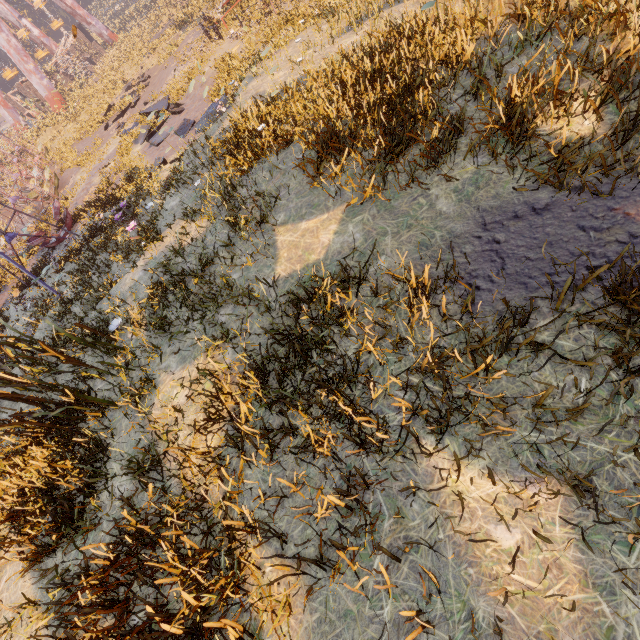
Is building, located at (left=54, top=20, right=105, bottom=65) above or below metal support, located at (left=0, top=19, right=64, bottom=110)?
above

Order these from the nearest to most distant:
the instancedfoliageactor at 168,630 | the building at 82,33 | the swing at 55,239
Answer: the instancedfoliageactor at 168,630
the swing at 55,239
the building at 82,33

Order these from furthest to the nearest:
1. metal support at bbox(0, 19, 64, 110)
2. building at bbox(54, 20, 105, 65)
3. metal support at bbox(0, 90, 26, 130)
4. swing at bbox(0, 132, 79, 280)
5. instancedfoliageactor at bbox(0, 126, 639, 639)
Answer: building at bbox(54, 20, 105, 65) → metal support at bbox(0, 90, 26, 130) → metal support at bbox(0, 19, 64, 110) → swing at bbox(0, 132, 79, 280) → instancedfoliageactor at bbox(0, 126, 639, 639)

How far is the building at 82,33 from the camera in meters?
39.5

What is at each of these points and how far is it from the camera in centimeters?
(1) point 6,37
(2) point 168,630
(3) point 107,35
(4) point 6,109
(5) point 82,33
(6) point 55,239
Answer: (1) metal support, 3216cm
(2) instancedfoliageactor, 295cm
(3) metal support, 4128cm
(4) metal support, 3775cm
(5) building, 4109cm
(6) swing, 1491cm

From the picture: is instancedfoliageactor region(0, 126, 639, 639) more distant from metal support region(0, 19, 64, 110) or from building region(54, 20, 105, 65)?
building region(54, 20, 105, 65)

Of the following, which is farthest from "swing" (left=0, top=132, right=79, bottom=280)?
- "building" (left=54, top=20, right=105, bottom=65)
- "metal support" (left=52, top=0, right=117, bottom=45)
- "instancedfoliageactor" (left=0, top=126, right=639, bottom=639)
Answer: "instancedfoliageactor" (left=0, top=126, right=639, bottom=639)

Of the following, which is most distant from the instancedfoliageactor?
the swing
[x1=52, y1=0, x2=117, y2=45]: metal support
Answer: [x1=52, y1=0, x2=117, y2=45]: metal support
